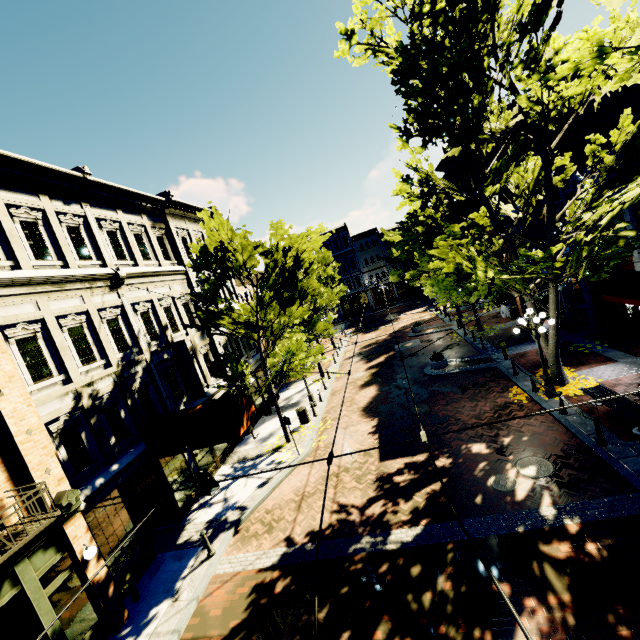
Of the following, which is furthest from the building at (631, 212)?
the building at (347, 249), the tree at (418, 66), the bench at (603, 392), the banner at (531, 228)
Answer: the banner at (531, 228)

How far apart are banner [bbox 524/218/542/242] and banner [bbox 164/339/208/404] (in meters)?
18.47

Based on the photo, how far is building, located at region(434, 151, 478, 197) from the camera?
24.90m

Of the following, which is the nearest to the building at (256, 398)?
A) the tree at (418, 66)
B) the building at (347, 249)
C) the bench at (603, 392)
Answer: the tree at (418, 66)

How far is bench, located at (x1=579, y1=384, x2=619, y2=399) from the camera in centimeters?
1075cm

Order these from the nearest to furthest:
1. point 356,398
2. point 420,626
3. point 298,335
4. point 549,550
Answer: point 420,626 → point 549,550 → point 298,335 → point 356,398

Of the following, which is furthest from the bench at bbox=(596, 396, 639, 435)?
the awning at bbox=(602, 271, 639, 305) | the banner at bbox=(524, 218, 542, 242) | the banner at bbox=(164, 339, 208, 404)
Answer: the banner at bbox=(164, 339, 208, 404)

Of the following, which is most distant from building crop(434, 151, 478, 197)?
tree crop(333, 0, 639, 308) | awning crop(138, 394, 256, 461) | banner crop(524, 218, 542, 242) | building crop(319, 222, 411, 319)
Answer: banner crop(524, 218, 542, 242)
